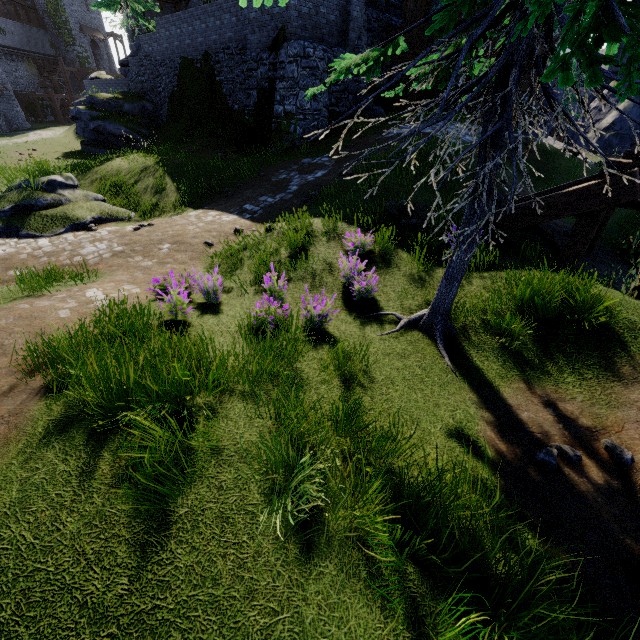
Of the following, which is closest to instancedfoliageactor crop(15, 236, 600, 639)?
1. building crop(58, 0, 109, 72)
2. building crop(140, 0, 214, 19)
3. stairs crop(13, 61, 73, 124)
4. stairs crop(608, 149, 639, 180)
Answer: stairs crop(608, 149, 639, 180)

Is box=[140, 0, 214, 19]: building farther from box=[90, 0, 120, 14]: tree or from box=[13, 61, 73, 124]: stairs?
box=[13, 61, 73, 124]: stairs

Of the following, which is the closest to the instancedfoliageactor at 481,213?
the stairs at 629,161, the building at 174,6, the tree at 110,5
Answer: the stairs at 629,161

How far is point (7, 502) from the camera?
2.5 meters

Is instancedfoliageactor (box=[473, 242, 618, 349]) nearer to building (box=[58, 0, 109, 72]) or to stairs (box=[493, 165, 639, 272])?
stairs (box=[493, 165, 639, 272])

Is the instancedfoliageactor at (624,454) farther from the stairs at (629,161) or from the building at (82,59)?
the building at (82,59)

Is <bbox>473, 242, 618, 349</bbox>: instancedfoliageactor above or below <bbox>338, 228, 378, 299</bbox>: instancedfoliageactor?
above

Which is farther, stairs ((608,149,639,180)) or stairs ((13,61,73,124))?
stairs ((13,61,73,124))
